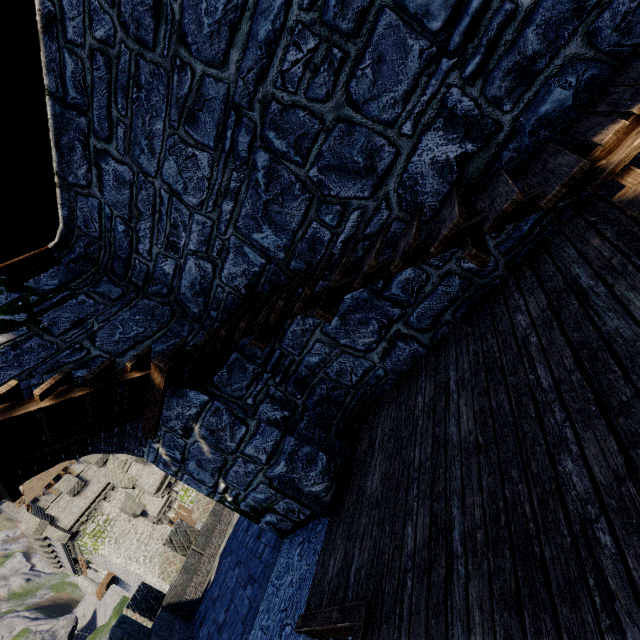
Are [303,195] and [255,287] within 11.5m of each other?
yes
